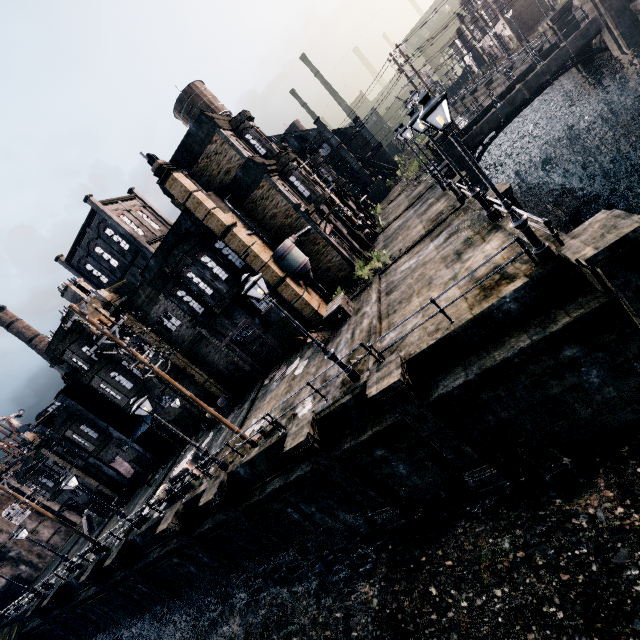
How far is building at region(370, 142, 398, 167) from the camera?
58.9 meters

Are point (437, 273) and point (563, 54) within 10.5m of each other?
no

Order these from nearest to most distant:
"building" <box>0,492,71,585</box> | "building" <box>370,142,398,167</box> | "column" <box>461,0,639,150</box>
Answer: "column" <box>461,0,639,150</box> < "building" <box>0,492,71,585</box> < "building" <box>370,142,398,167</box>

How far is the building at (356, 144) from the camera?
58.16m

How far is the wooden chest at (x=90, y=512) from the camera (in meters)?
35.50

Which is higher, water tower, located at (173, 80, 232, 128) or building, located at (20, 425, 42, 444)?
water tower, located at (173, 80, 232, 128)

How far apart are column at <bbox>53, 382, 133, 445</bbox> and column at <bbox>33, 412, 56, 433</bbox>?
4.6 meters

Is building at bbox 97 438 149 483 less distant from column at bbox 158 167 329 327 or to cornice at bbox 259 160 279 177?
column at bbox 158 167 329 327
